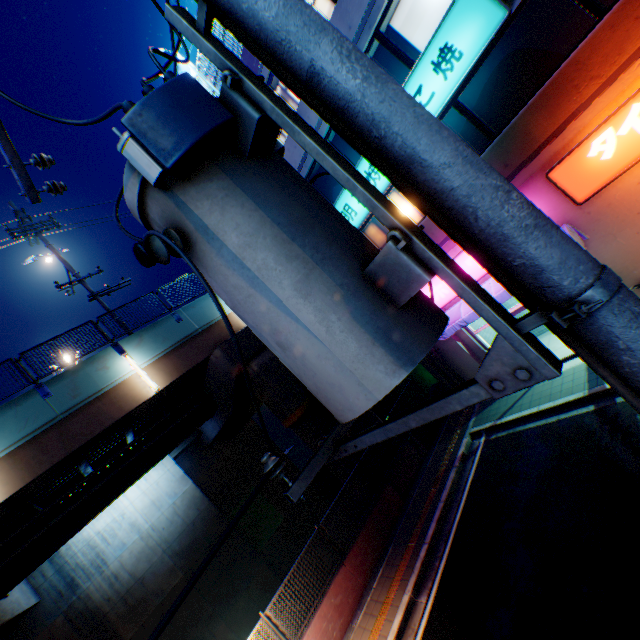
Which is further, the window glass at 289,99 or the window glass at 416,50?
the window glass at 289,99

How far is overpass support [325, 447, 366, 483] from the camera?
13.21m

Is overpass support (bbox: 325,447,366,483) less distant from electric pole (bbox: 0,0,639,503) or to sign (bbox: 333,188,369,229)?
sign (bbox: 333,188,369,229)

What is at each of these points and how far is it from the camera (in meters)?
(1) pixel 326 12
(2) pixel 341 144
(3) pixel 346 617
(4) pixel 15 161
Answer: (1) window glass, 9.97
(2) building, 11.81
(3) concrete block, 9.05
(4) electric pole, 3.02

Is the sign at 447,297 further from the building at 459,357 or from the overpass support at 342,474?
the overpass support at 342,474

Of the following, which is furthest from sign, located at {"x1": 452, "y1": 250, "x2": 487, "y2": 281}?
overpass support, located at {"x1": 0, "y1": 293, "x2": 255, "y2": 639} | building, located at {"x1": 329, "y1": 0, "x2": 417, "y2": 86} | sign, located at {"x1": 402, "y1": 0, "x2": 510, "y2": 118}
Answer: overpass support, located at {"x1": 0, "y1": 293, "x2": 255, "y2": 639}

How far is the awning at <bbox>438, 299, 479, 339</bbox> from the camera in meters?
10.9

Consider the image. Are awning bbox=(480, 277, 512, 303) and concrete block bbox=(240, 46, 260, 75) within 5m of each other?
no
